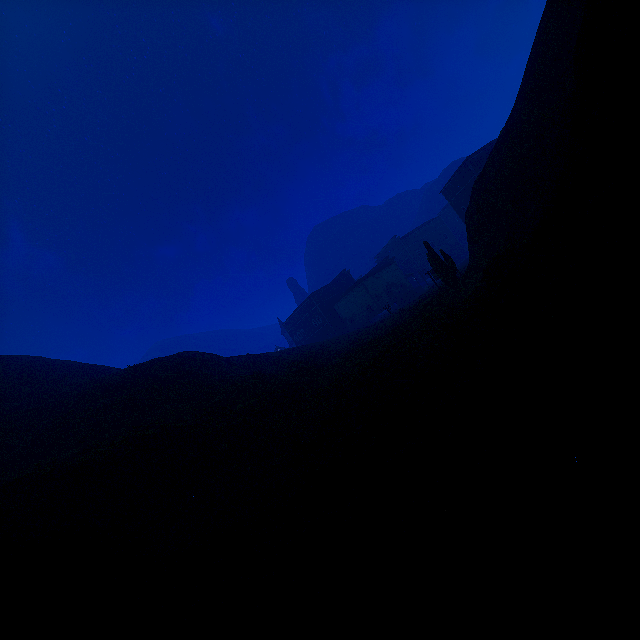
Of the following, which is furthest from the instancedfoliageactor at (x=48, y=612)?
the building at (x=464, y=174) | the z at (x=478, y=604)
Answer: the building at (x=464, y=174)

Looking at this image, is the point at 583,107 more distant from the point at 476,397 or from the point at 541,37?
the point at 541,37

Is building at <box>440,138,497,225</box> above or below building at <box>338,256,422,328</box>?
above

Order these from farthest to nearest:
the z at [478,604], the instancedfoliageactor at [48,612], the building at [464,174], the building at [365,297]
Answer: the building at [365,297], the building at [464,174], the instancedfoliageactor at [48,612], the z at [478,604]

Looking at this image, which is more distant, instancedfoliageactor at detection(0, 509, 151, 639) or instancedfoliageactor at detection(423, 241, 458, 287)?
instancedfoliageactor at detection(423, 241, 458, 287)

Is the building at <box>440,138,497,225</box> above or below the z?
above

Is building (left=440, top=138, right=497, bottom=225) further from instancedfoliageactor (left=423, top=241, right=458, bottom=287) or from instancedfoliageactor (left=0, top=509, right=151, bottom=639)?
instancedfoliageactor (left=0, top=509, right=151, bottom=639)

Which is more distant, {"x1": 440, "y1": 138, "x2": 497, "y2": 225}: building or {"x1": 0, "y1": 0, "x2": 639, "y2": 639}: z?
{"x1": 440, "y1": 138, "x2": 497, "y2": 225}: building
